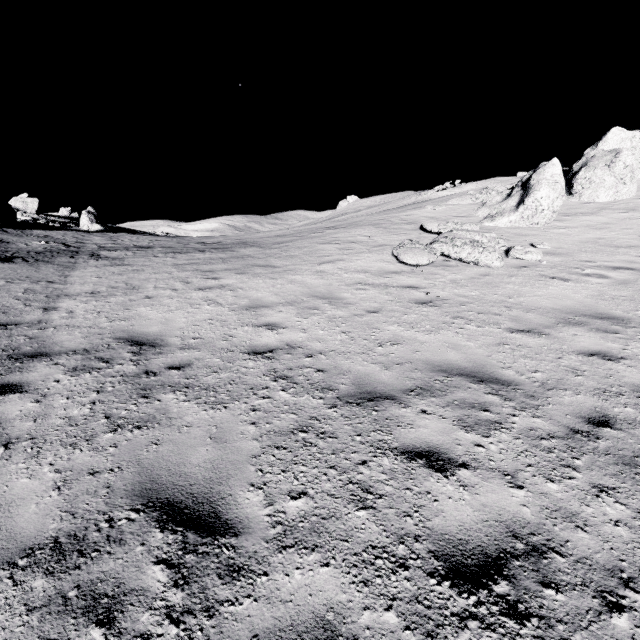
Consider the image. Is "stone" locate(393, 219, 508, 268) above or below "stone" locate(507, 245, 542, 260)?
above

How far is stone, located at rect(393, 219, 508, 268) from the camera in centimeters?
947cm

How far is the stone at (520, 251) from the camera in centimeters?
984cm

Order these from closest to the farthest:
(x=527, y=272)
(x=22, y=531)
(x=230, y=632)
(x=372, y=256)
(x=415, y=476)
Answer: A: (x=230, y=632) < (x=22, y=531) < (x=415, y=476) < (x=527, y=272) < (x=372, y=256)
